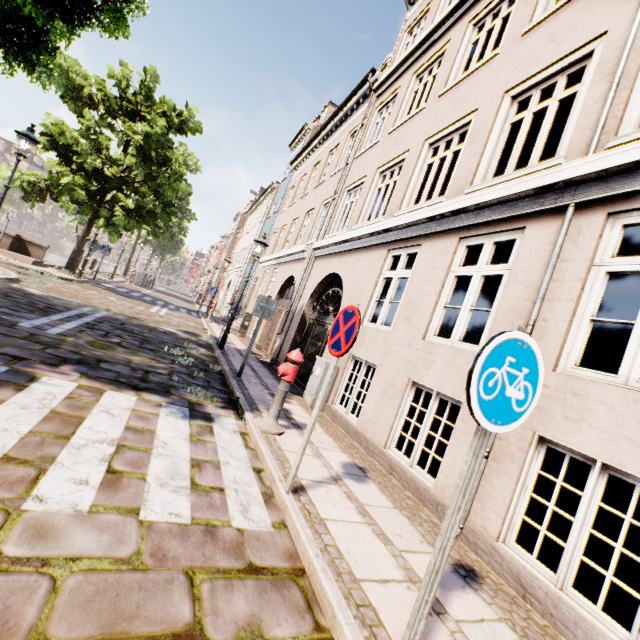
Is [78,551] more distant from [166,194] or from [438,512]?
[166,194]

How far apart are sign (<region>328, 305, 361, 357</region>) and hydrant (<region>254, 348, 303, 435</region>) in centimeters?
141cm

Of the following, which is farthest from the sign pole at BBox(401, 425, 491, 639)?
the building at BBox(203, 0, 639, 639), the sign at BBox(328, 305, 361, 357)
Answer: the building at BBox(203, 0, 639, 639)

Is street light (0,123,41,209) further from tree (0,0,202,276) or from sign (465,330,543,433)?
sign (465,330,543,433)

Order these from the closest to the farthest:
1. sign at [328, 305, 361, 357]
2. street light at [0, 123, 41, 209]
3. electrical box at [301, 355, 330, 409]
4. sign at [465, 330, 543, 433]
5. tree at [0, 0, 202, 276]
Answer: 1. sign at [465, 330, 543, 433]
2. sign at [328, 305, 361, 357]
3. tree at [0, 0, 202, 276]
4. electrical box at [301, 355, 330, 409]
5. street light at [0, 123, 41, 209]

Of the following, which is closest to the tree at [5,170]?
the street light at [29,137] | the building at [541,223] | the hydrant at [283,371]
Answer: the street light at [29,137]

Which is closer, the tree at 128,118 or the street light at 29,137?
the tree at 128,118

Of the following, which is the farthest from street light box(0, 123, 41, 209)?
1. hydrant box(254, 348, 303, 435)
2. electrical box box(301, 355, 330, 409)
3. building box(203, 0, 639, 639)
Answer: electrical box box(301, 355, 330, 409)
